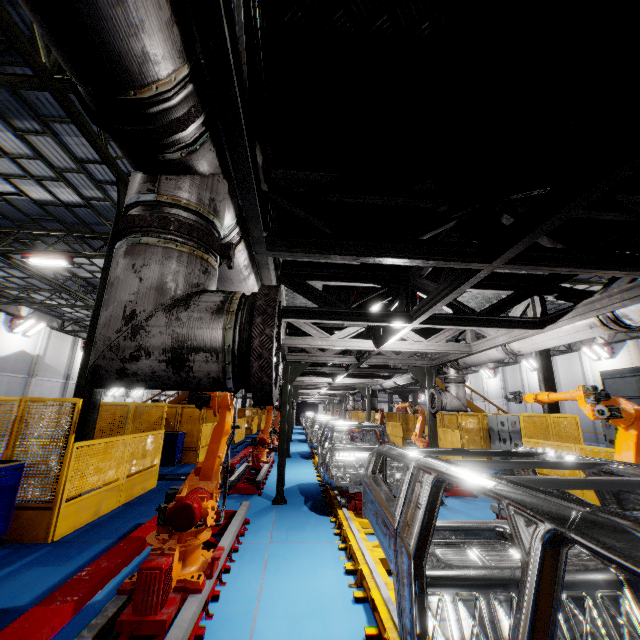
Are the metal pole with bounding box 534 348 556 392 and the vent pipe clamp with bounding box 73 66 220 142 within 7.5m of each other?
no

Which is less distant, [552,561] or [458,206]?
[552,561]

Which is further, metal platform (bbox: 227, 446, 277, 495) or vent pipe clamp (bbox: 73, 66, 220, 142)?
metal platform (bbox: 227, 446, 277, 495)

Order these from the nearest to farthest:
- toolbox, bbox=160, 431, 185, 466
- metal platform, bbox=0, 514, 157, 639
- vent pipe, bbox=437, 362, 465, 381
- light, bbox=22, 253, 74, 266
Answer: metal platform, bbox=0, 514, 157, 639 → vent pipe, bbox=437, 362, 465, 381 → toolbox, bbox=160, 431, 185, 466 → light, bbox=22, 253, 74, 266

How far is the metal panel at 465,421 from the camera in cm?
838

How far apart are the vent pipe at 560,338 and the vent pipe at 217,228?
3.7m

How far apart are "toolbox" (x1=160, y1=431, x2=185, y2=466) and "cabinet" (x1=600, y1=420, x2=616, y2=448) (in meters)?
19.42

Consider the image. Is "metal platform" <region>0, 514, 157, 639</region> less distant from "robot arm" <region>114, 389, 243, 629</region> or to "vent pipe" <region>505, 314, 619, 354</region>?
"robot arm" <region>114, 389, 243, 629</region>
